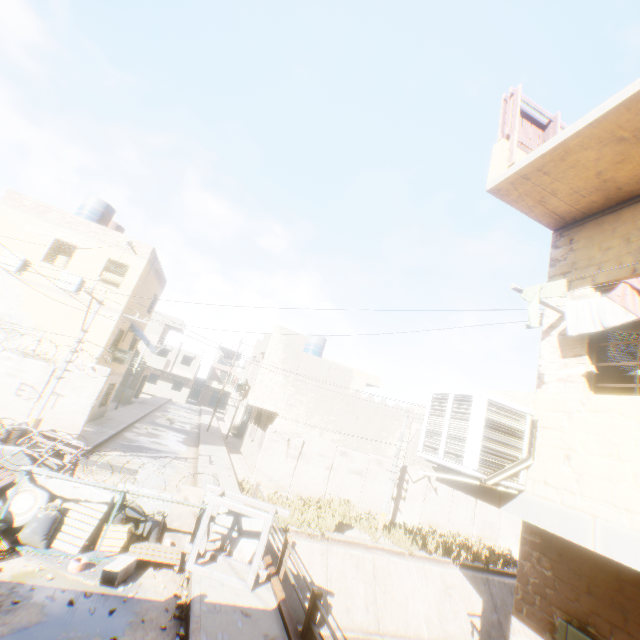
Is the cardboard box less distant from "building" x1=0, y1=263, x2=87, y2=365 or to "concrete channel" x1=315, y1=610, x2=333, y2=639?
"building" x1=0, y1=263, x2=87, y2=365

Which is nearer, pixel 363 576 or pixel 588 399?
pixel 588 399

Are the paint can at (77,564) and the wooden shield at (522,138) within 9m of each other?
no

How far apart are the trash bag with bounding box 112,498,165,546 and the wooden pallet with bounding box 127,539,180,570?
0.01m

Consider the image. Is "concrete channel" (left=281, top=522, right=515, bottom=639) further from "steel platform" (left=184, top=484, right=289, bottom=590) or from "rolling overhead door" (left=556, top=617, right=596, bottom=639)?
"steel platform" (left=184, top=484, right=289, bottom=590)

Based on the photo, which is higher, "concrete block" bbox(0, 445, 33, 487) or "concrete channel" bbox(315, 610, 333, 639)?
"concrete block" bbox(0, 445, 33, 487)

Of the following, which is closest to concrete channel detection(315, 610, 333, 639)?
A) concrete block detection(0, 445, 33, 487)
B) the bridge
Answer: the bridge

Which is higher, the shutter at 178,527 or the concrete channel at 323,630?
the shutter at 178,527
